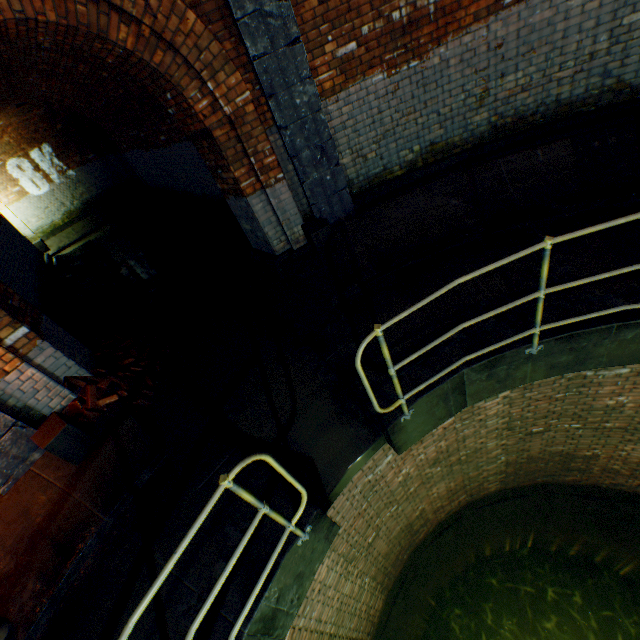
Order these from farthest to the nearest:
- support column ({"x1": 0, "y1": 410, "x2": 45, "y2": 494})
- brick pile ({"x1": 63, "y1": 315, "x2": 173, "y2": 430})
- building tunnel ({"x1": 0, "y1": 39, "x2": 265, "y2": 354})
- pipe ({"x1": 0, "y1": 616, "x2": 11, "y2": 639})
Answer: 1. building tunnel ({"x1": 0, "y1": 39, "x2": 265, "y2": 354})
2. brick pile ({"x1": 63, "y1": 315, "x2": 173, "y2": 430})
3. support column ({"x1": 0, "y1": 410, "x2": 45, "y2": 494})
4. pipe ({"x1": 0, "y1": 616, "x2": 11, "y2": 639})

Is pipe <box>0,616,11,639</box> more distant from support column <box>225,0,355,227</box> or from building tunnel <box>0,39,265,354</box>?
support column <box>225,0,355,227</box>

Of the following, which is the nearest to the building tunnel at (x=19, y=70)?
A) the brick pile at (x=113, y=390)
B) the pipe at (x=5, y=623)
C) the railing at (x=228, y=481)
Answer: the brick pile at (x=113, y=390)

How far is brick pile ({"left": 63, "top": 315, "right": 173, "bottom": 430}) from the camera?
4.2m

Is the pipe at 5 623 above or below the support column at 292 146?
below

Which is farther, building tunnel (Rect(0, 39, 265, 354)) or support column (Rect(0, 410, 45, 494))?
building tunnel (Rect(0, 39, 265, 354))

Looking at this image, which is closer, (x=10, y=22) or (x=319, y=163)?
(x=10, y=22)

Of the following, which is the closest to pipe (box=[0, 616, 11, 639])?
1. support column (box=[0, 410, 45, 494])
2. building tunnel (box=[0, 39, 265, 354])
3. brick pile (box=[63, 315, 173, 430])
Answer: support column (box=[0, 410, 45, 494])
